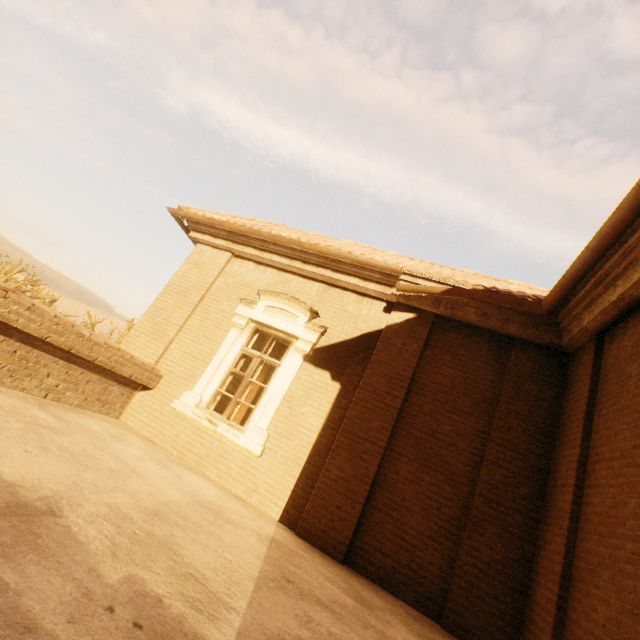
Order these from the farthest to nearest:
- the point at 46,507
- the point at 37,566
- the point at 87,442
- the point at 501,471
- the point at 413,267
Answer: the point at 413,267, the point at 501,471, the point at 87,442, the point at 46,507, the point at 37,566
